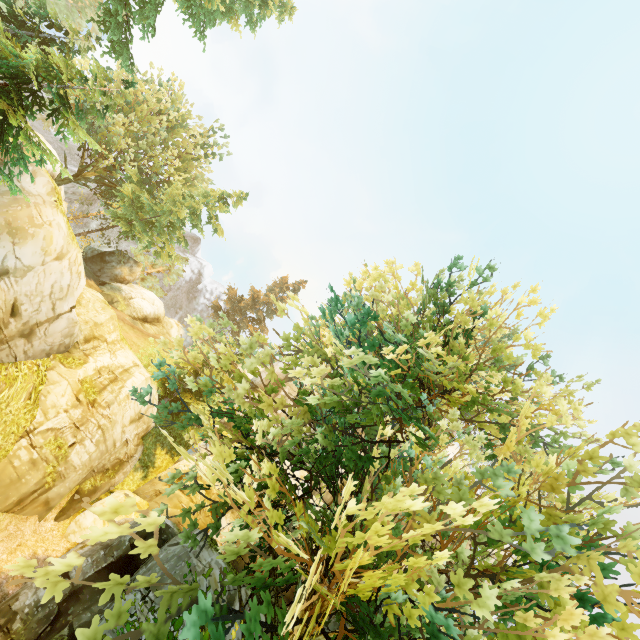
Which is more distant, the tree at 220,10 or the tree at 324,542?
the tree at 220,10

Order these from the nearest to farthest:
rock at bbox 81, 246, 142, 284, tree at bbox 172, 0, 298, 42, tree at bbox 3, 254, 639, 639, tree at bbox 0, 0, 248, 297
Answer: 1. tree at bbox 3, 254, 639, 639
2. tree at bbox 0, 0, 248, 297
3. tree at bbox 172, 0, 298, 42
4. rock at bbox 81, 246, 142, 284

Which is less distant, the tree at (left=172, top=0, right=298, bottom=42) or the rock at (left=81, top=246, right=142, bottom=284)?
the tree at (left=172, top=0, right=298, bottom=42)

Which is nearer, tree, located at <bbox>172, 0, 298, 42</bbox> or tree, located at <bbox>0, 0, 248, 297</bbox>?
tree, located at <bbox>0, 0, 248, 297</bbox>

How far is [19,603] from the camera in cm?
1170

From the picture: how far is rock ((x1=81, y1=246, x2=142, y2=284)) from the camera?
32.5m
